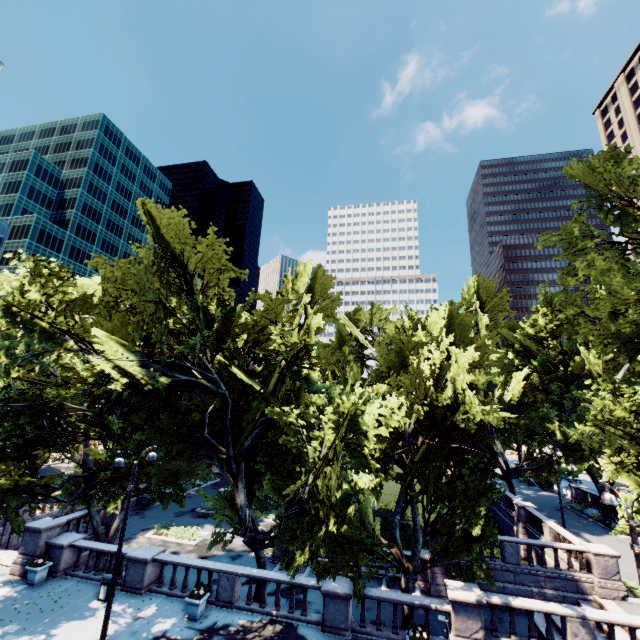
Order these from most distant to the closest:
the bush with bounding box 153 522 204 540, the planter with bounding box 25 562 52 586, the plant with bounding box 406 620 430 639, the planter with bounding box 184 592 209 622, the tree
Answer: the bush with bounding box 153 522 204 540
the planter with bounding box 25 562 52 586
the planter with bounding box 184 592 209 622
the tree
the plant with bounding box 406 620 430 639

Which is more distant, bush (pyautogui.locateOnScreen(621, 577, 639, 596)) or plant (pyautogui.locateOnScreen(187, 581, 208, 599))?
bush (pyautogui.locateOnScreen(621, 577, 639, 596))

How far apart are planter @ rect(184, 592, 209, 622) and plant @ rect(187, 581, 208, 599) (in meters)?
0.01

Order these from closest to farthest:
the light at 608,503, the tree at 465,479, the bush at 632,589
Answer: the light at 608,503
the tree at 465,479
the bush at 632,589

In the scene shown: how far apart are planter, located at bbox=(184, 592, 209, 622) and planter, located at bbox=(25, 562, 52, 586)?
8.6 meters

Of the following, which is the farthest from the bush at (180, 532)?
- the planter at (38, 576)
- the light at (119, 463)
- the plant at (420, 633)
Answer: the plant at (420, 633)

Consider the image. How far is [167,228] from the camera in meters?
14.7

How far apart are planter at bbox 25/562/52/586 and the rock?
19.70m
